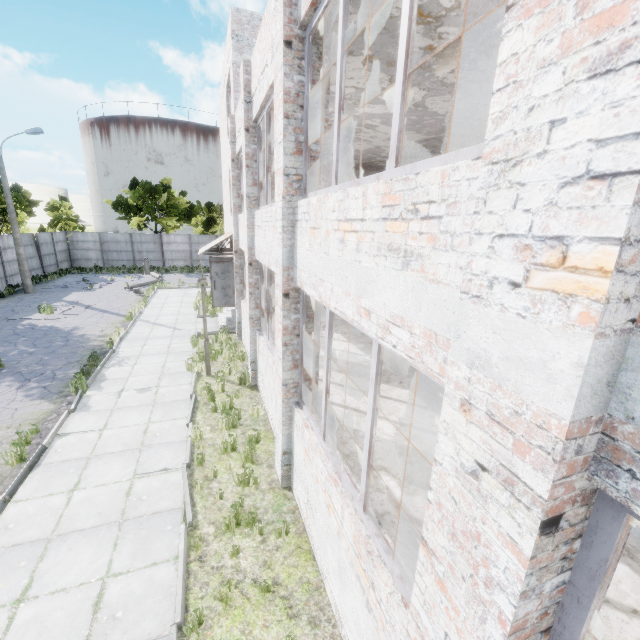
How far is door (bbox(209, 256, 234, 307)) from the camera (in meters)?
14.77

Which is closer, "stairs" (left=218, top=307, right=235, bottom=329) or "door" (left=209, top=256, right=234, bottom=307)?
"door" (left=209, top=256, right=234, bottom=307)

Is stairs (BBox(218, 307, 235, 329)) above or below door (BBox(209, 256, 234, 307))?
below

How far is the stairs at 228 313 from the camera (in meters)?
15.58

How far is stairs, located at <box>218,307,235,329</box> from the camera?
15.58m

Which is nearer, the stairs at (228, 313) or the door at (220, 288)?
the door at (220, 288)

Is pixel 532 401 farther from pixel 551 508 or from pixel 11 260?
pixel 11 260
